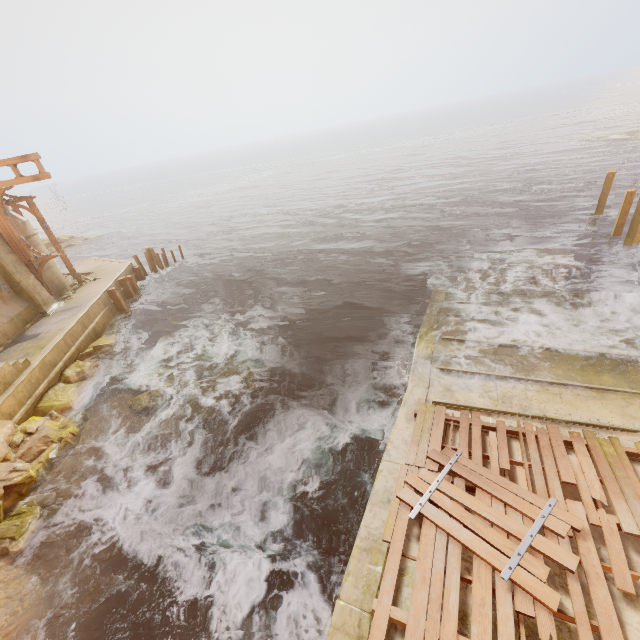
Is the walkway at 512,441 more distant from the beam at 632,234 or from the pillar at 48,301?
the pillar at 48,301

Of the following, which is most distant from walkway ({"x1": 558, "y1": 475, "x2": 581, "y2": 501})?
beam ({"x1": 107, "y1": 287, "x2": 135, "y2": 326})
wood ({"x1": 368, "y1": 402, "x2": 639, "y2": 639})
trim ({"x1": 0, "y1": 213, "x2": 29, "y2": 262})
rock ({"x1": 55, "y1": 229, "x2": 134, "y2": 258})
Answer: rock ({"x1": 55, "y1": 229, "x2": 134, "y2": 258})

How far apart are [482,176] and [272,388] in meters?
37.1

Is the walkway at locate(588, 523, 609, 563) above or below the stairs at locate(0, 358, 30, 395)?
below

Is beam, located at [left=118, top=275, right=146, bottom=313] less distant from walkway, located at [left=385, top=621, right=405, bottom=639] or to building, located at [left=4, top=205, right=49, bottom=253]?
building, located at [left=4, top=205, right=49, bottom=253]

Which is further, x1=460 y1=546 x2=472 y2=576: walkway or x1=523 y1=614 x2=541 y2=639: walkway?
x1=460 y1=546 x2=472 y2=576: walkway

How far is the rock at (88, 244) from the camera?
37.91m

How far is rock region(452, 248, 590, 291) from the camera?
13.8 meters
